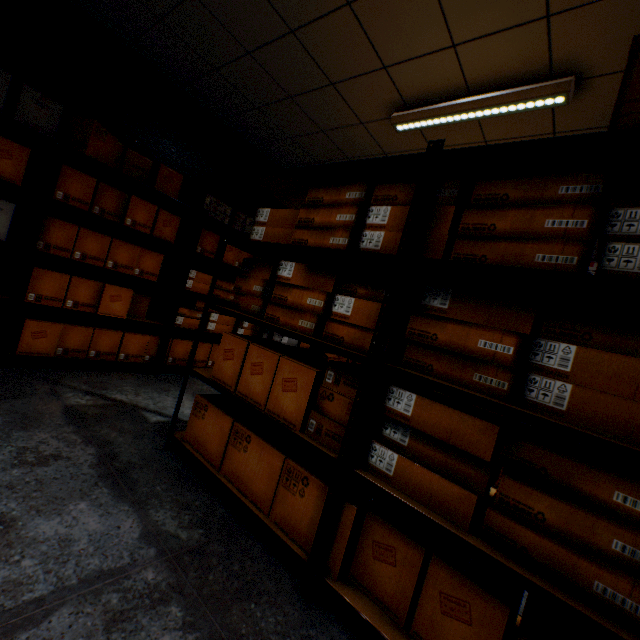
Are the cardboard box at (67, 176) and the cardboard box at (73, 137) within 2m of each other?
yes

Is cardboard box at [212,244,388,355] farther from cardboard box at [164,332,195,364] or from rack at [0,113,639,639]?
cardboard box at [164,332,195,364]

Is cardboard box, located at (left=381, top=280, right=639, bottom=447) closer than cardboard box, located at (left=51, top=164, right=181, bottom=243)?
Yes

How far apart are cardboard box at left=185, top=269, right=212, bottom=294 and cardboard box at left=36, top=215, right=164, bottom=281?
A: 0.22m

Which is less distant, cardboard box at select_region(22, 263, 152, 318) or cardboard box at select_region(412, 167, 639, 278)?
cardboard box at select_region(412, 167, 639, 278)

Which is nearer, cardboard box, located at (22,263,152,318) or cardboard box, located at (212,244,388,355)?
cardboard box, located at (212,244,388,355)

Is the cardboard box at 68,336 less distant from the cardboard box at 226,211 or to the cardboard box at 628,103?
the cardboard box at 226,211

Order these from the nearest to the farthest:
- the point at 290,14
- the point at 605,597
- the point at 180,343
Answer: the point at 605,597, the point at 290,14, the point at 180,343
